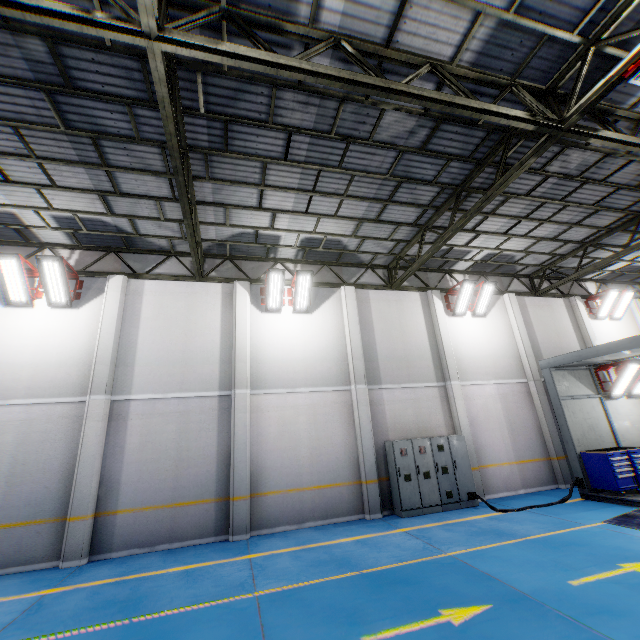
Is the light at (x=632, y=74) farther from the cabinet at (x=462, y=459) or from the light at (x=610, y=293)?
the light at (x=610, y=293)

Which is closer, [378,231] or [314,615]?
[314,615]

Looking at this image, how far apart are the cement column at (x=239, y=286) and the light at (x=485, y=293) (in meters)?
8.20

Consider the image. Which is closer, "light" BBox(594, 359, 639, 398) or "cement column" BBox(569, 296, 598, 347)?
"light" BBox(594, 359, 639, 398)

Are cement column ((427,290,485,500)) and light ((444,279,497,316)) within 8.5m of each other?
yes

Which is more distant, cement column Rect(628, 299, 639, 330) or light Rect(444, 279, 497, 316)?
cement column Rect(628, 299, 639, 330)

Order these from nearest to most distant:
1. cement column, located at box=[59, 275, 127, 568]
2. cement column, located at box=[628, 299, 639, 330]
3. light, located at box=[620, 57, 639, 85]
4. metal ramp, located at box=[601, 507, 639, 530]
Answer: light, located at box=[620, 57, 639, 85]
metal ramp, located at box=[601, 507, 639, 530]
cement column, located at box=[59, 275, 127, 568]
cement column, located at box=[628, 299, 639, 330]

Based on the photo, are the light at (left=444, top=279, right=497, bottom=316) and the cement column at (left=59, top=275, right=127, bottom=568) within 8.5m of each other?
no
